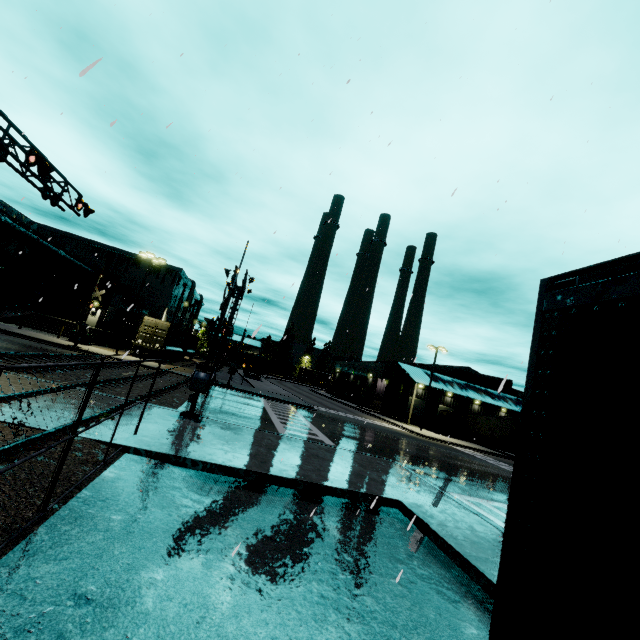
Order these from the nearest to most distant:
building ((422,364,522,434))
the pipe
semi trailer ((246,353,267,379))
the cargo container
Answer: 1. the pipe
2. the cargo container
3. building ((422,364,522,434))
4. semi trailer ((246,353,267,379))

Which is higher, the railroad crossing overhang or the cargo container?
the railroad crossing overhang

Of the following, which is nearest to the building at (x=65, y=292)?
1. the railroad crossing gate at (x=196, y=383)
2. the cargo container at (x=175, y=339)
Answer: the cargo container at (x=175, y=339)

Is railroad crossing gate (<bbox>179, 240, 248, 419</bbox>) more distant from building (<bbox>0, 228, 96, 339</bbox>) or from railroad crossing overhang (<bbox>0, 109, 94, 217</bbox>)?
building (<bbox>0, 228, 96, 339</bbox>)

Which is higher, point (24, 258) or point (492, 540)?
point (24, 258)

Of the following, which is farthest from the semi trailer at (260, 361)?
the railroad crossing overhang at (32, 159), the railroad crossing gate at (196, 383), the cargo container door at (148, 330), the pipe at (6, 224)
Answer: the railroad crossing gate at (196, 383)

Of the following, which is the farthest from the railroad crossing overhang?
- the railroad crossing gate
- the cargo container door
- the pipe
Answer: the pipe

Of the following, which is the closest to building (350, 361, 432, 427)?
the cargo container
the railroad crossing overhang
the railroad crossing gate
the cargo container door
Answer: the cargo container
